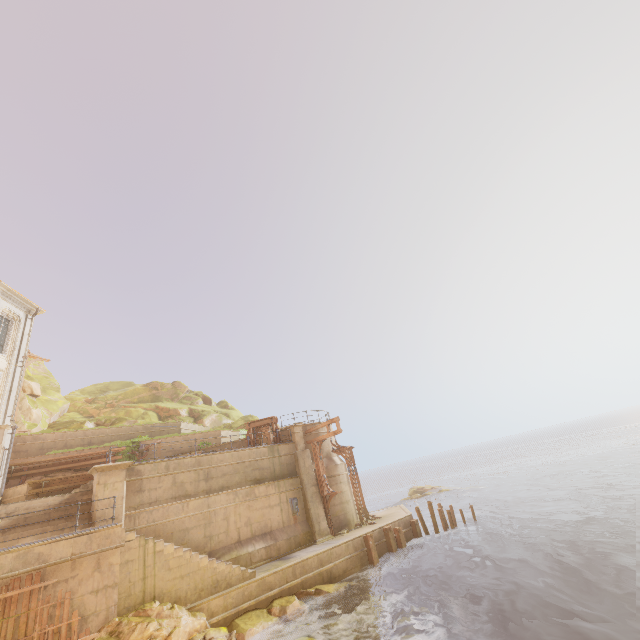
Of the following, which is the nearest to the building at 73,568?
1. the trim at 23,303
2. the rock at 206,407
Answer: the rock at 206,407

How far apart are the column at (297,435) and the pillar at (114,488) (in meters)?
9.78

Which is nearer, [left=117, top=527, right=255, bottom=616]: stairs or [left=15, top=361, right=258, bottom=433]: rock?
[left=117, top=527, right=255, bottom=616]: stairs

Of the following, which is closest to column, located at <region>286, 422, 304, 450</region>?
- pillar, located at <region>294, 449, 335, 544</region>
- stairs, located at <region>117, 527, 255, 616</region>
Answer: pillar, located at <region>294, 449, 335, 544</region>

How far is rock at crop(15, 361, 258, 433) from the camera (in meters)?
25.61

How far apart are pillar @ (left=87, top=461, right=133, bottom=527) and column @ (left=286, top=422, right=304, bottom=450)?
9.8 meters

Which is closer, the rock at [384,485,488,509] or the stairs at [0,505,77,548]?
the stairs at [0,505,77,548]

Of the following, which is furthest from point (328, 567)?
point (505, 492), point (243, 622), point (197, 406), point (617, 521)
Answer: point (505, 492)
